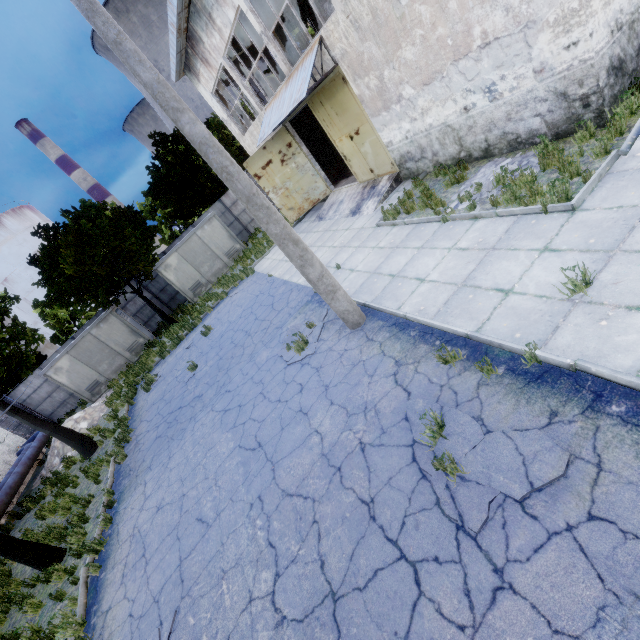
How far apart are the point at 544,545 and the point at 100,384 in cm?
A: 2419

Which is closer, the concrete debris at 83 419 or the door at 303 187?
the door at 303 187

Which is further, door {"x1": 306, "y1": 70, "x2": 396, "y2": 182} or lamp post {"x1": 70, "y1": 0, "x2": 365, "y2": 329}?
door {"x1": 306, "y1": 70, "x2": 396, "y2": 182}

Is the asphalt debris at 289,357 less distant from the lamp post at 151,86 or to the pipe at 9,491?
the lamp post at 151,86

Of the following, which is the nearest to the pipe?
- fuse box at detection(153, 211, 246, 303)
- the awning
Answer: fuse box at detection(153, 211, 246, 303)

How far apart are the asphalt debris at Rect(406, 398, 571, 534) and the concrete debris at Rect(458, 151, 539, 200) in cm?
547

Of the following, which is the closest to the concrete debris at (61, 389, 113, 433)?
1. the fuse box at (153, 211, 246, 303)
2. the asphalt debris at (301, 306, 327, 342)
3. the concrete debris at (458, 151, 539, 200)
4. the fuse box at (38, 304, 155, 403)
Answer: the fuse box at (38, 304, 155, 403)

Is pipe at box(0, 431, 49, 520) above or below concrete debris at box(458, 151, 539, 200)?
above
